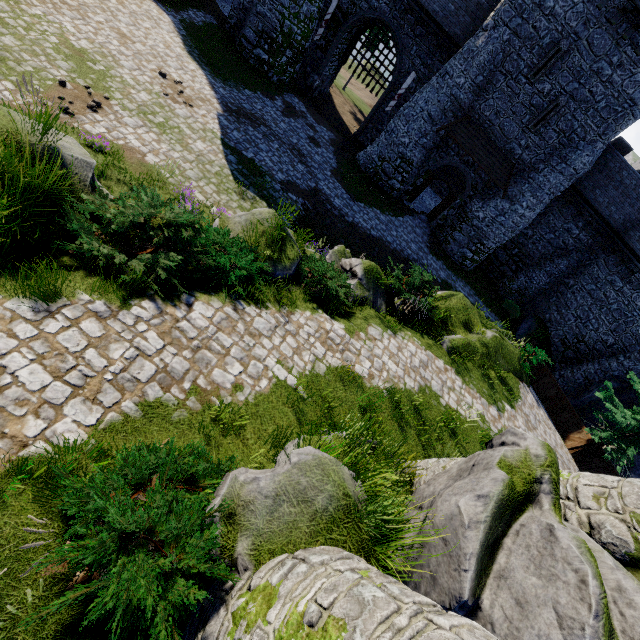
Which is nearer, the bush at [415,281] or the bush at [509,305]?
the bush at [415,281]

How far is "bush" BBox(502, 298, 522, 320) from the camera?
24.50m

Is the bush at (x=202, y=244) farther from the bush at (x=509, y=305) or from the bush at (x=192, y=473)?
the bush at (x=509, y=305)

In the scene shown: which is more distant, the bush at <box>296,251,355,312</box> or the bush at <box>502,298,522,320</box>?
the bush at <box>502,298,522,320</box>

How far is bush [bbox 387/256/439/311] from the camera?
11.9m

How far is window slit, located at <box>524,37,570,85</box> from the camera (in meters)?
16.94

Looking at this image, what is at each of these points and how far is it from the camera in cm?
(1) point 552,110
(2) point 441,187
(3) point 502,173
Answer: (1) window slit, 1861
(2) building, 3034
(3) awning, 2077

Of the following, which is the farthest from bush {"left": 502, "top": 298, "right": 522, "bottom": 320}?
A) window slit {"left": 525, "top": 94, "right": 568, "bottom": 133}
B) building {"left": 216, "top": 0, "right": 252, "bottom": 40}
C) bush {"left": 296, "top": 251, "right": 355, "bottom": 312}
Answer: bush {"left": 296, "top": 251, "right": 355, "bottom": 312}
